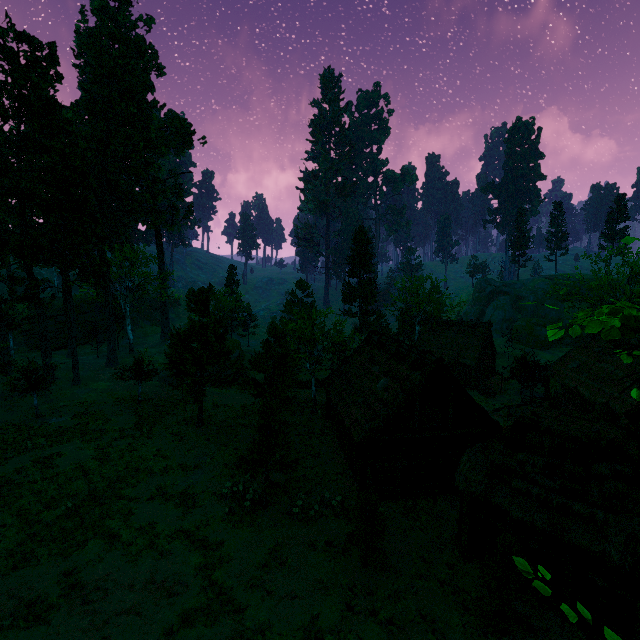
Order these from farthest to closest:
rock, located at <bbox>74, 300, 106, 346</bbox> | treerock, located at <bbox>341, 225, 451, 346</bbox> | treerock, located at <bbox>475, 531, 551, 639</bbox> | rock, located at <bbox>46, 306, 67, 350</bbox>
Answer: rock, located at <bbox>74, 300, 106, 346</bbox> < rock, located at <bbox>46, 306, 67, 350</bbox> < treerock, located at <bbox>341, 225, 451, 346</bbox> < treerock, located at <bbox>475, 531, 551, 639</bbox>

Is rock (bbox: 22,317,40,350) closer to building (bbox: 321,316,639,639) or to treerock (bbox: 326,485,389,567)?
treerock (bbox: 326,485,389,567)

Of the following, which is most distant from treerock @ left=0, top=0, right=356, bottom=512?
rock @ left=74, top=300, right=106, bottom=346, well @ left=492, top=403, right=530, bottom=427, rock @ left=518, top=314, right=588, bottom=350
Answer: well @ left=492, top=403, right=530, bottom=427

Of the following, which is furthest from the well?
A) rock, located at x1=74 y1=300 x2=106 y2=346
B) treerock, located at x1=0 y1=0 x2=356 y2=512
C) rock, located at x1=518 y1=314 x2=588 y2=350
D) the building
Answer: rock, located at x1=74 y1=300 x2=106 y2=346

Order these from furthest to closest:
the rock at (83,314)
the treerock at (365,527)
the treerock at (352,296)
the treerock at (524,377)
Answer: the rock at (83,314) → the treerock at (352,296) → the treerock at (524,377) → the treerock at (365,527)

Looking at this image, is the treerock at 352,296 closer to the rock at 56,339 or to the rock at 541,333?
the rock at 56,339

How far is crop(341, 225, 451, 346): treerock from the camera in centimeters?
4729cm

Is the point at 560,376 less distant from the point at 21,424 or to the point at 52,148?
the point at 21,424
